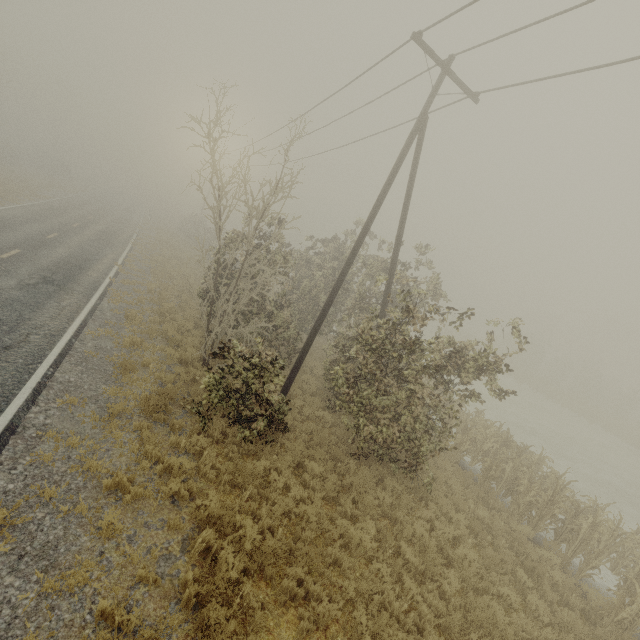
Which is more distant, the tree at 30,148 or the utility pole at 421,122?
the tree at 30,148

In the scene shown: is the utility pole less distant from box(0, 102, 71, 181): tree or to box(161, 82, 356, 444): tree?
box(161, 82, 356, 444): tree

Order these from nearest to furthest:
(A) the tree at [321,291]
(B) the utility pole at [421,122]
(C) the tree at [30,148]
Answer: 1. (A) the tree at [321,291]
2. (B) the utility pole at [421,122]
3. (C) the tree at [30,148]

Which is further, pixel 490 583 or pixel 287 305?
pixel 287 305

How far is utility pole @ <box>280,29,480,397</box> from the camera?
9.57m

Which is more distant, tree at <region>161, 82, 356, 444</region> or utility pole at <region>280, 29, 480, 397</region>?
utility pole at <region>280, 29, 480, 397</region>
